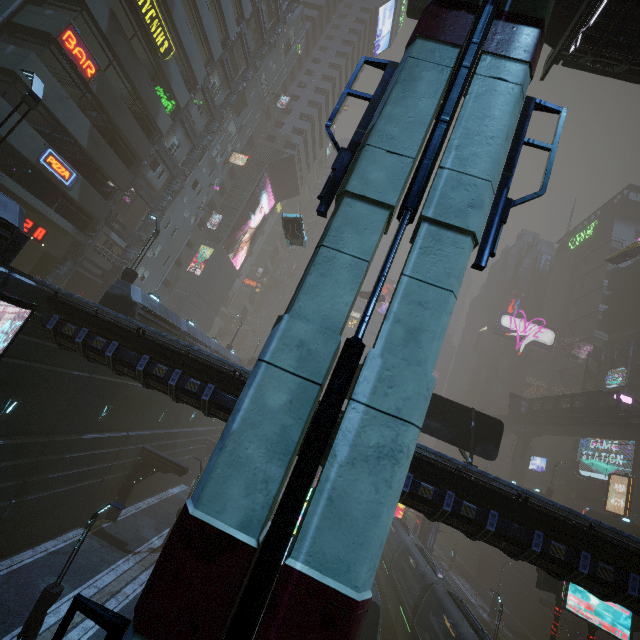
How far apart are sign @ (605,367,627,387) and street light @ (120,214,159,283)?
60.8 meters

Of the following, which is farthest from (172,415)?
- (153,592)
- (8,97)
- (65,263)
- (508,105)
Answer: (508,105)

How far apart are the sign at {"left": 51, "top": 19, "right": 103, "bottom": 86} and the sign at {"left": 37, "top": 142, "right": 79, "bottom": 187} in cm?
439

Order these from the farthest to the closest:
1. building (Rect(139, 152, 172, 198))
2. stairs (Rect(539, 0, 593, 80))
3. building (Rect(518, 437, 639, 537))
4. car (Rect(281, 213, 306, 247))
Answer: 1. building (Rect(518, 437, 639, 537))
2. building (Rect(139, 152, 172, 198))
3. car (Rect(281, 213, 306, 247))
4. stairs (Rect(539, 0, 593, 80))

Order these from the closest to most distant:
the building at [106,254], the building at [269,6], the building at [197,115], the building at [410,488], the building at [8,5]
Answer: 1. the building at [410,488]
2. the building at [8,5]
3. the building at [106,254]
4. the building at [197,115]
5. the building at [269,6]

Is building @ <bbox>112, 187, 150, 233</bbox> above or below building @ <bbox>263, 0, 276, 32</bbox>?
below

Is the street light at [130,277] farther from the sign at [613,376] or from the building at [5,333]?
the sign at [613,376]

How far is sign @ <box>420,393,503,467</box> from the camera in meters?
15.4 m
